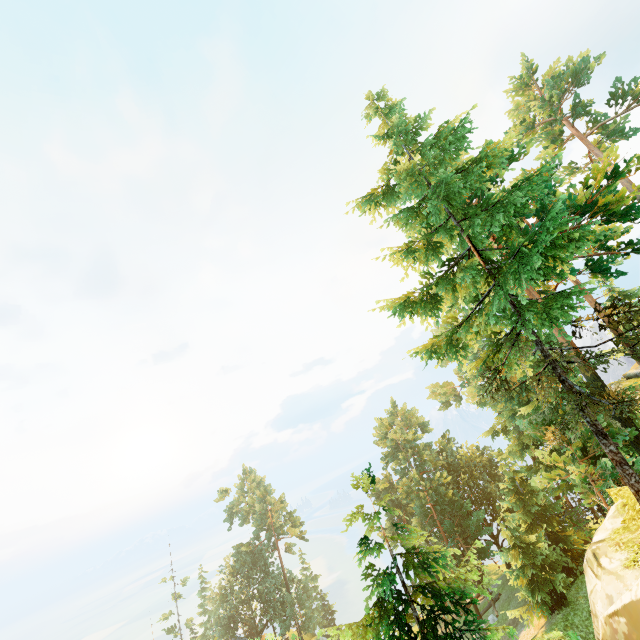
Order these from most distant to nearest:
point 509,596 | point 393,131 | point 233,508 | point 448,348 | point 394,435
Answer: point 233,508
point 394,435
point 509,596
point 393,131
point 448,348
